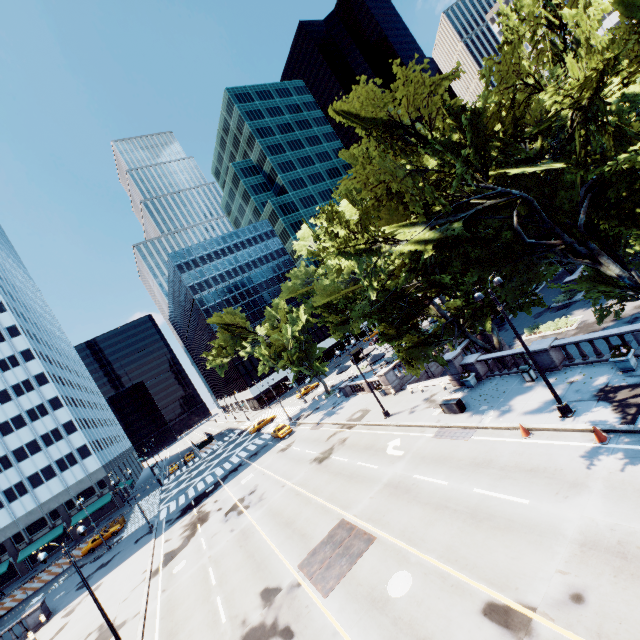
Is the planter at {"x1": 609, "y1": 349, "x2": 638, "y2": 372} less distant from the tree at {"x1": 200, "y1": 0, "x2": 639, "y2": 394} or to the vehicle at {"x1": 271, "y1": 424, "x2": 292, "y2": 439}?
the tree at {"x1": 200, "y1": 0, "x2": 639, "y2": 394}

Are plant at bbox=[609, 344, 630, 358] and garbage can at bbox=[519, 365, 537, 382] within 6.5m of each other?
yes

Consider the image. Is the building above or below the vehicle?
above

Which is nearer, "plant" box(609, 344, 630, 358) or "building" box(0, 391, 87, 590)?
"plant" box(609, 344, 630, 358)

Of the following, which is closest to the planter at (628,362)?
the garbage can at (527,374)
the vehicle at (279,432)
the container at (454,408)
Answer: the garbage can at (527,374)

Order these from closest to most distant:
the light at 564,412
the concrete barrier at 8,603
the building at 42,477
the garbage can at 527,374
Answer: the light at 564,412, the garbage can at 527,374, the concrete barrier at 8,603, the building at 42,477

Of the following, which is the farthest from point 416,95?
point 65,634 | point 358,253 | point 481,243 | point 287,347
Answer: point 65,634

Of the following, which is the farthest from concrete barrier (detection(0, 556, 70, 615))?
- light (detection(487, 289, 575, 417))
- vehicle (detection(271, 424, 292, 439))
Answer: light (detection(487, 289, 575, 417))
